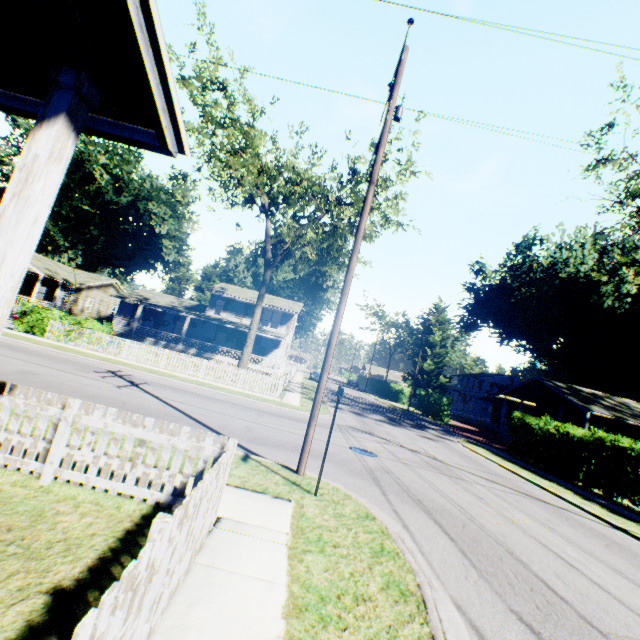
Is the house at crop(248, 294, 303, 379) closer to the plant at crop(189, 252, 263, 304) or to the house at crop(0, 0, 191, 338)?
the plant at crop(189, 252, 263, 304)

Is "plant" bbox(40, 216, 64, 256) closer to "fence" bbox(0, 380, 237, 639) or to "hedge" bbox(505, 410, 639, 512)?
"hedge" bbox(505, 410, 639, 512)

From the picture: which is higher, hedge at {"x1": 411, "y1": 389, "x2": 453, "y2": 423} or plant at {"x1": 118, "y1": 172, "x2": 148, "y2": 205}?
plant at {"x1": 118, "y1": 172, "x2": 148, "y2": 205}

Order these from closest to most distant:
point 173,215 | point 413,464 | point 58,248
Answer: point 413,464
point 173,215
point 58,248

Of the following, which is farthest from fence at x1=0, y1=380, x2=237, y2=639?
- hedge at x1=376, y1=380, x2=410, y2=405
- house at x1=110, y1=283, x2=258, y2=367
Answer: hedge at x1=376, y1=380, x2=410, y2=405

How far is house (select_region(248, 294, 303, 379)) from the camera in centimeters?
3312cm

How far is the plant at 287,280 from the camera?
52.5m

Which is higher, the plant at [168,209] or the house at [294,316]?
the plant at [168,209]
